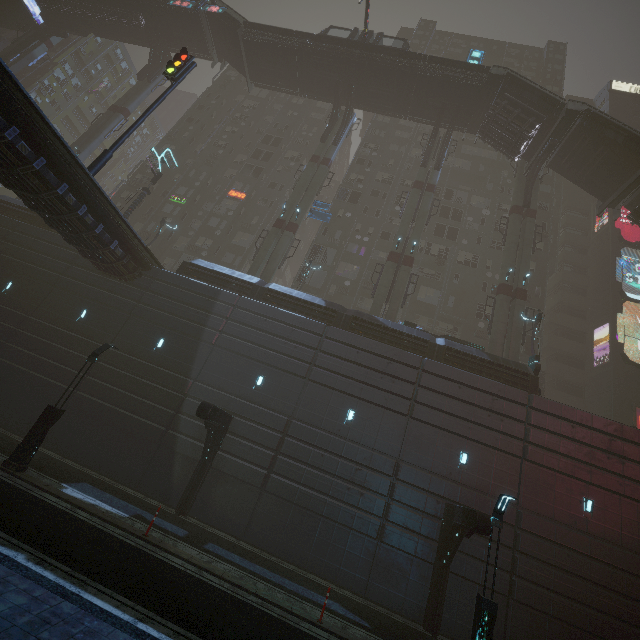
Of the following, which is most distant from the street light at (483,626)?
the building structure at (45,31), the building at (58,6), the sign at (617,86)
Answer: the sign at (617,86)

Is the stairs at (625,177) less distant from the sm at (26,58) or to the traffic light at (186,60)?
the traffic light at (186,60)

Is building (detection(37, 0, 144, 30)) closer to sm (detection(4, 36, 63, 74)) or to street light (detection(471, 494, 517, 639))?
sm (detection(4, 36, 63, 74))

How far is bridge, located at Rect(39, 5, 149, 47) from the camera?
39.0m

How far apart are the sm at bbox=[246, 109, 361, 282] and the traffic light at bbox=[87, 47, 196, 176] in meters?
11.8 m

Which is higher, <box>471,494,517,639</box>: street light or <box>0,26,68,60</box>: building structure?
<box>0,26,68,60</box>: building structure

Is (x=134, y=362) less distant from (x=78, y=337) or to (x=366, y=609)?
(x=78, y=337)

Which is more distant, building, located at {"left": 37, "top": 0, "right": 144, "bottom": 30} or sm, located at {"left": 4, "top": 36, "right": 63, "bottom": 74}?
sm, located at {"left": 4, "top": 36, "right": 63, "bottom": 74}
